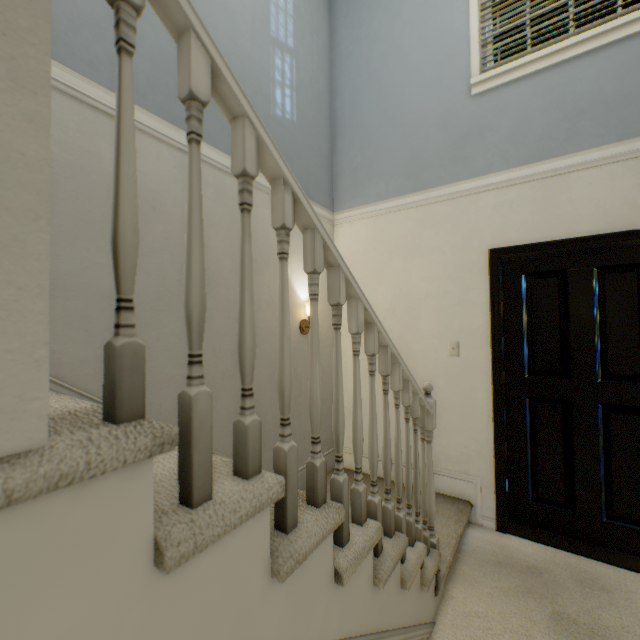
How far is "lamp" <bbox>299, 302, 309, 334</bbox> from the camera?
2.8 meters

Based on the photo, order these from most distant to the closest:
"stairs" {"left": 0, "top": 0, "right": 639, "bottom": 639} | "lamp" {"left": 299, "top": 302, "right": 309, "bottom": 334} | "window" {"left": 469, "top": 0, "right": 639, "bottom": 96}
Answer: "lamp" {"left": 299, "top": 302, "right": 309, "bottom": 334}
"window" {"left": 469, "top": 0, "right": 639, "bottom": 96}
"stairs" {"left": 0, "top": 0, "right": 639, "bottom": 639}

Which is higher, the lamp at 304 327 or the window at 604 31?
the window at 604 31

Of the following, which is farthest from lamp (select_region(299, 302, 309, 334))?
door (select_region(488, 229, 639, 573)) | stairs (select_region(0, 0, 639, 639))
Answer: door (select_region(488, 229, 639, 573))

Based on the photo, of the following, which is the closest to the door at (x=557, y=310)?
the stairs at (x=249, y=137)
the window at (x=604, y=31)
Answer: the stairs at (x=249, y=137)

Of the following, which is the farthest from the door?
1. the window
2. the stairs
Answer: the window

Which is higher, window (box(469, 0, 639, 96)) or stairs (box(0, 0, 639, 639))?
window (box(469, 0, 639, 96))

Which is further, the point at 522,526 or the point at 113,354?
the point at 522,526
